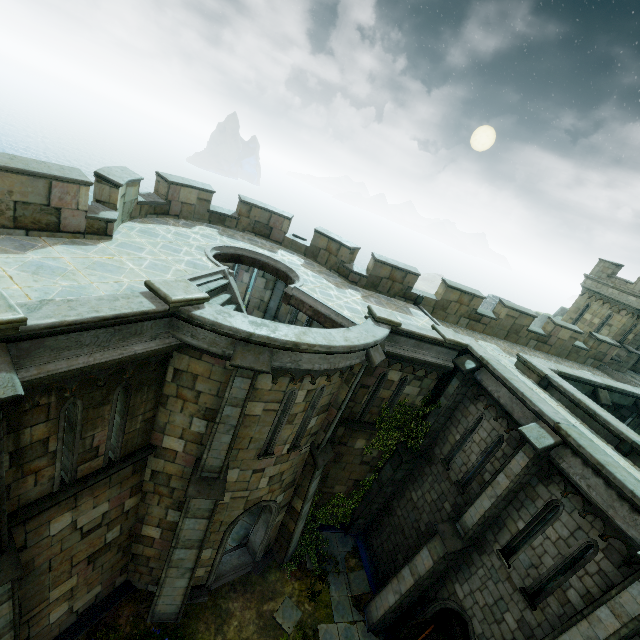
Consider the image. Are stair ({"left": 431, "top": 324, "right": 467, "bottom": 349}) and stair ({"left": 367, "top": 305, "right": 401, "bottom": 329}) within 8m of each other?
yes

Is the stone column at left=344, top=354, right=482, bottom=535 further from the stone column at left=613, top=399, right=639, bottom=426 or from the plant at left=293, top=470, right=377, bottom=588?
the stone column at left=613, top=399, right=639, bottom=426

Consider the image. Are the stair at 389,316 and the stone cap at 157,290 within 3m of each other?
no

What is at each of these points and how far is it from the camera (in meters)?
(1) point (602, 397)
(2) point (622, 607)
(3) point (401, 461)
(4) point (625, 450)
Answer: (1) stone column, 14.39
(2) stone column, 6.49
(3) stone column, 13.23
(4) stone column, 9.65

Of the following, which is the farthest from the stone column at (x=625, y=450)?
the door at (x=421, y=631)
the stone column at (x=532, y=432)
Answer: the door at (x=421, y=631)

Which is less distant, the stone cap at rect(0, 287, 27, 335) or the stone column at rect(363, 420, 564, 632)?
the stone cap at rect(0, 287, 27, 335)

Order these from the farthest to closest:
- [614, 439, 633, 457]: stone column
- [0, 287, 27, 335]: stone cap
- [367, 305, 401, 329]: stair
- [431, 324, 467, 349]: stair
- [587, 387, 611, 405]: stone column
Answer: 1. [587, 387, 611, 405]: stone column
2. [431, 324, 467, 349]: stair
3. [367, 305, 401, 329]: stair
4. [614, 439, 633, 457]: stone column
5. [0, 287, 27, 335]: stone cap

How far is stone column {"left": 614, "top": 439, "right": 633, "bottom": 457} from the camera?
9.57m
